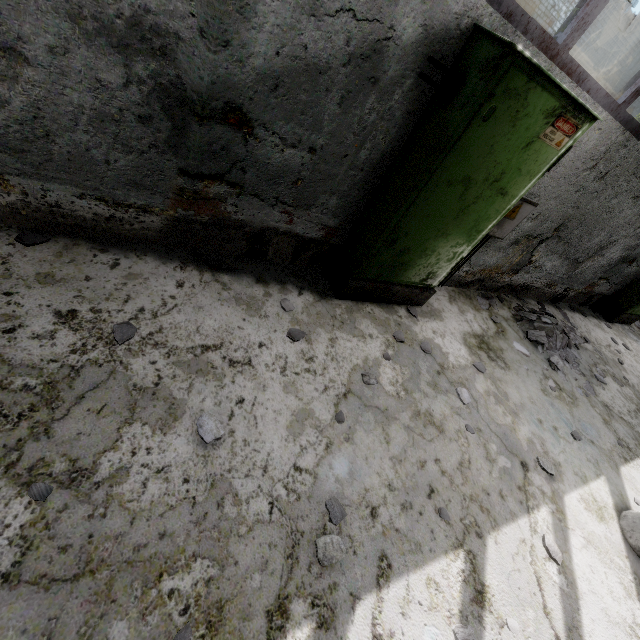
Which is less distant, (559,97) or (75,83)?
(75,83)

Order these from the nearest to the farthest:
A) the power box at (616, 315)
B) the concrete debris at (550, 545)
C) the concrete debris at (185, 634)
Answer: the concrete debris at (185, 634) < the concrete debris at (550, 545) < the power box at (616, 315)

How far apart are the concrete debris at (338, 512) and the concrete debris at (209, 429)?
0.86m

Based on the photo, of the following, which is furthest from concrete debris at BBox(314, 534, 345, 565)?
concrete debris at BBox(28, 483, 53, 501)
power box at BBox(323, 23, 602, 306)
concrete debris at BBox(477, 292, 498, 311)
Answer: concrete debris at BBox(477, 292, 498, 311)

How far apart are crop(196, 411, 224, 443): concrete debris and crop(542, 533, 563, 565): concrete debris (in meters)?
2.92

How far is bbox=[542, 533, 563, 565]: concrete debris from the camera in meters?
2.7

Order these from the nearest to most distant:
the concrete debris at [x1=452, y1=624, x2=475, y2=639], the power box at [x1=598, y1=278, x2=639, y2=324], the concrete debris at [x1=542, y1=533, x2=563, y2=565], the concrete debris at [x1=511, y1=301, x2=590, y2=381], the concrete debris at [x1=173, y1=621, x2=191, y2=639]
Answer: the concrete debris at [x1=173, y1=621, x2=191, y2=639]
the concrete debris at [x1=452, y1=624, x2=475, y2=639]
the concrete debris at [x1=542, y1=533, x2=563, y2=565]
the concrete debris at [x1=511, y1=301, x2=590, y2=381]
the power box at [x1=598, y1=278, x2=639, y2=324]

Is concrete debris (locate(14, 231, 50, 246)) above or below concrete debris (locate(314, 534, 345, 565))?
below
